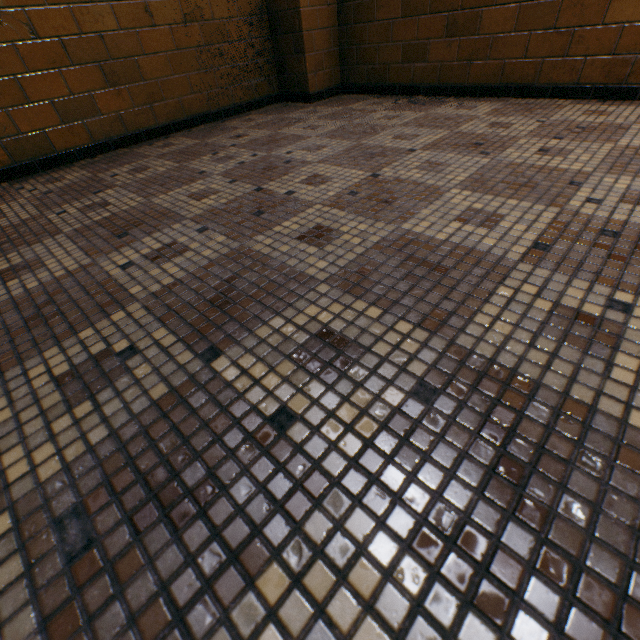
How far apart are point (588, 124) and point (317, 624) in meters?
2.5
